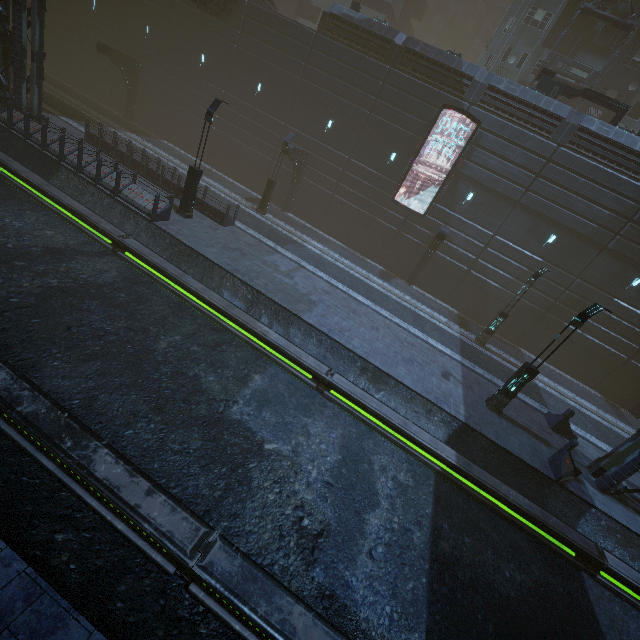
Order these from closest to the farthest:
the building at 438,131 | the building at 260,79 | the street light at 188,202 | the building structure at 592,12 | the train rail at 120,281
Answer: the train rail at 120,281 → the street light at 188,202 → the building at 260,79 → the building at 438,131 → the building structure at 592,12

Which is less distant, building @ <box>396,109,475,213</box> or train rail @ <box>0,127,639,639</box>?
train rail @ <box>0,127,639,639</box>

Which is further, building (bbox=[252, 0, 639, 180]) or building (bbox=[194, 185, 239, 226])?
building (bbox=[252, 0, 639, 180])

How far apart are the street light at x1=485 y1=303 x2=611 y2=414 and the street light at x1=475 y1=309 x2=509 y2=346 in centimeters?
671cm

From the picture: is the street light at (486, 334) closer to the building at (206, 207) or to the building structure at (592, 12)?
the building at (206, 207)

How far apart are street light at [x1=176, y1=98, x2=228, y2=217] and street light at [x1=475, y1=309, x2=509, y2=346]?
18.0m

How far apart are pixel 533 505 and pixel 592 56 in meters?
36.3
